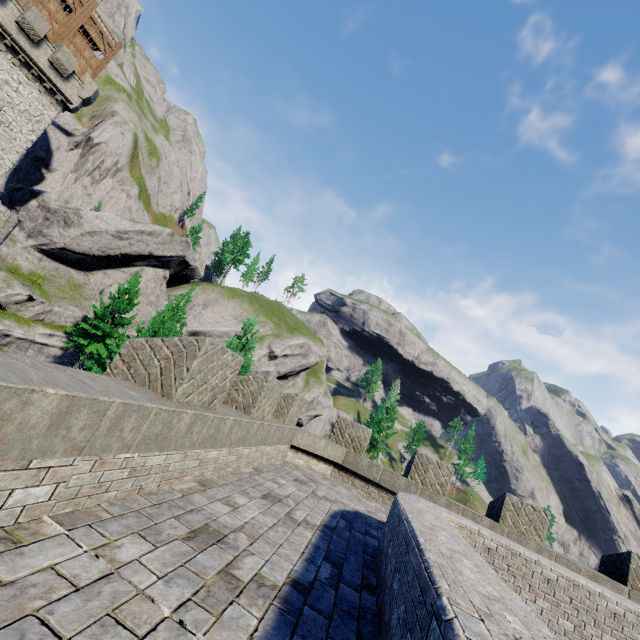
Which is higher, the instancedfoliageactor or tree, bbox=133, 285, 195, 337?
the instancedfoliageactor

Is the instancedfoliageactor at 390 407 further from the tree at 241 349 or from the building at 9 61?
the building at 9 61

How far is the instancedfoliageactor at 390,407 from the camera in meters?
55.2 m

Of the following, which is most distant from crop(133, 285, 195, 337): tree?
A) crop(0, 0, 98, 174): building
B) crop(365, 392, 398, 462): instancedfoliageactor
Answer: crop(365, 392, 398, 462): instancedfoliageactor

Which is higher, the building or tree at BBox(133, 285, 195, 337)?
the building

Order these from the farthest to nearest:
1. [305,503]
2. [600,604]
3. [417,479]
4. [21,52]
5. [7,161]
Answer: [7,161], [21,52], [417,479], [305,503], [600,604]

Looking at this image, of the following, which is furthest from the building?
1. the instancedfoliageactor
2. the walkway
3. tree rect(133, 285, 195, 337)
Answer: the instancedfoliageactor

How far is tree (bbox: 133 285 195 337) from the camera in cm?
1542
